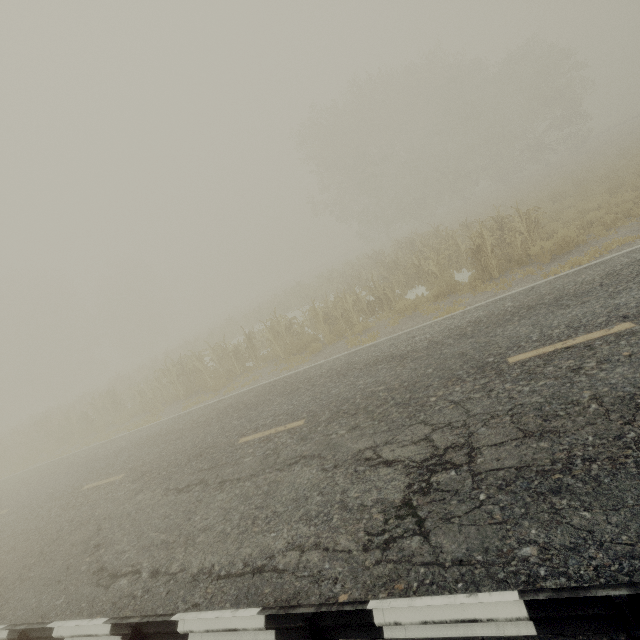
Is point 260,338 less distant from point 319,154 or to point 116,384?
point 116,384
